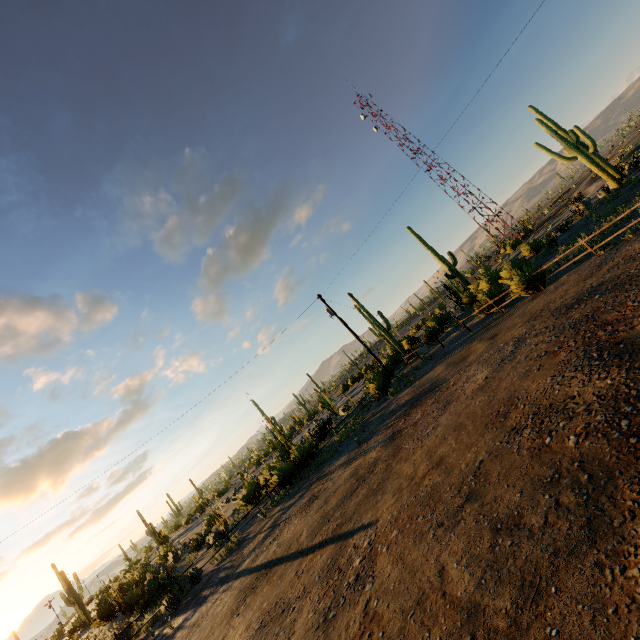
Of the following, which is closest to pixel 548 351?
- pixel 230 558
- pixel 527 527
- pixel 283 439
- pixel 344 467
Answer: pixel 527 527
